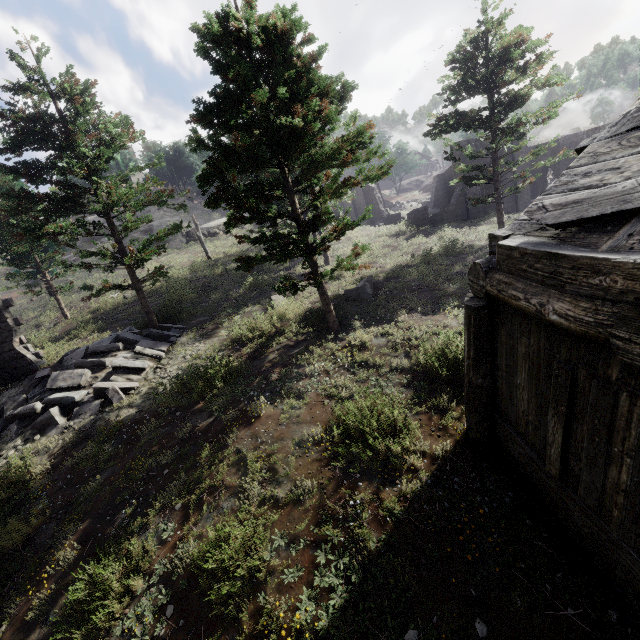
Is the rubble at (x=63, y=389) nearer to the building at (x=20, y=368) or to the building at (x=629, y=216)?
the building at (x=20, y=368)

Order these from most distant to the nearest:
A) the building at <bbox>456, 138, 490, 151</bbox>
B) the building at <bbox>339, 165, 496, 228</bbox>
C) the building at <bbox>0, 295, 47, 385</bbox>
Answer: the building at <bbox>339, 165, 496, 228</bbox> < the building at <bbox>456, 138, 490, 151</bbox> < the building at <bbox>0, 295, 47, 385</bbox>

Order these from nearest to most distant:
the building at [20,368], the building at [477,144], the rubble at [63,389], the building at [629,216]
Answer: the building at [629,216]
the rubble at [63,389]
the building at [20,368]
the building at [477,144]

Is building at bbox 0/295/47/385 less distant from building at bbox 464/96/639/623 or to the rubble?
the rubble

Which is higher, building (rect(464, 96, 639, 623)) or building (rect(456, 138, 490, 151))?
building (rect(456, 138, 490, 151))

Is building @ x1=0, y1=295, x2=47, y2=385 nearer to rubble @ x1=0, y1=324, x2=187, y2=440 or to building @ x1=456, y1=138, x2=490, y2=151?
rubble @ x1=0, y1=324, x2=187, y2=440

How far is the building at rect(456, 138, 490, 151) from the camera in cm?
2491

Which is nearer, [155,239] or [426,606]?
[426,606]
